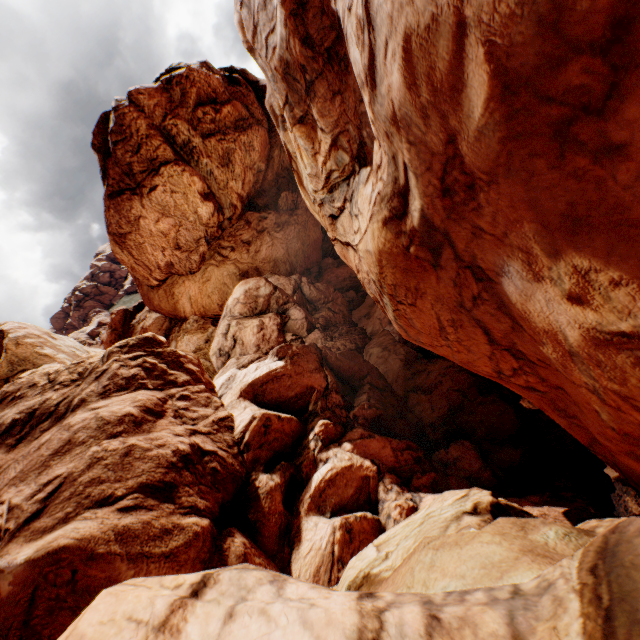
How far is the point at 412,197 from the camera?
8.1 meters
